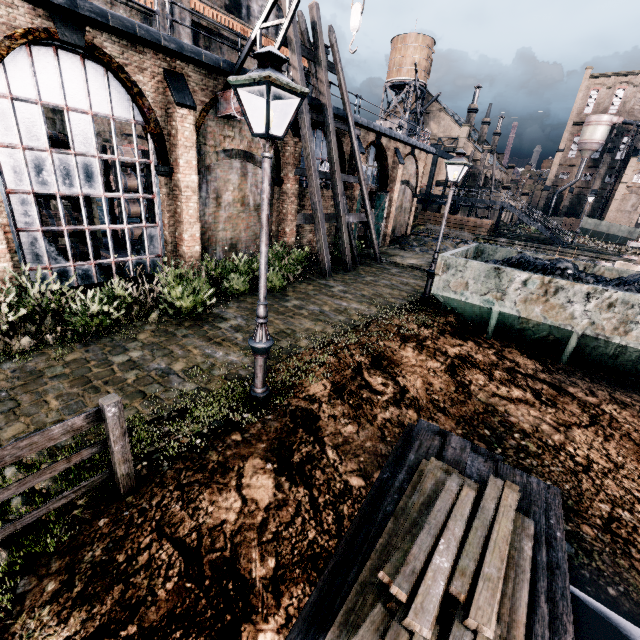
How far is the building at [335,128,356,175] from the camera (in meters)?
19.28

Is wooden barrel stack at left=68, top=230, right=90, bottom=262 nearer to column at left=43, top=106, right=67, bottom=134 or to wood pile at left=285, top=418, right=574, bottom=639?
column at left=43, top=106, right=67, bottom=134

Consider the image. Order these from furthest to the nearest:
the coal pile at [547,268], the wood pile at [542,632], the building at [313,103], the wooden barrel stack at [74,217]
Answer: the building at [313,103], the wooden barrel stack at [74,217], the coal pile at [547,268], the wood pile at [542,632]

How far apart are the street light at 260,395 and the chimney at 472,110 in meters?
69.1 m

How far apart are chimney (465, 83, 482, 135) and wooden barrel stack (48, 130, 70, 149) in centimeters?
6683cm

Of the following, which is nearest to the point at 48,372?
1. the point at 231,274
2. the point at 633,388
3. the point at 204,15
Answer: the point at 231,274

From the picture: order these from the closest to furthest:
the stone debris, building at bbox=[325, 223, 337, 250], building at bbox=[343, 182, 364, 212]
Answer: building at bbox=[343, 182, 364, 212]
building at bbox=[325, 223, 337, 250]
the stone debris

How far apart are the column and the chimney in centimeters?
6439cm
